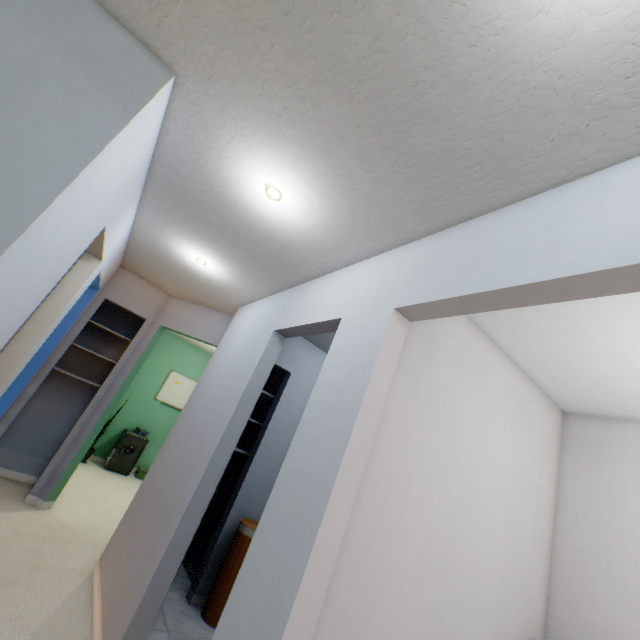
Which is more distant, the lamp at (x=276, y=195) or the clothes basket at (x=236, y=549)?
the clothes basket at (x=236, y=549)

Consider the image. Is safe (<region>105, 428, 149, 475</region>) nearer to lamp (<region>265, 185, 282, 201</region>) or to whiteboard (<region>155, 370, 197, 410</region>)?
whiteboard (<region>155, 370, 197, 410</region>)

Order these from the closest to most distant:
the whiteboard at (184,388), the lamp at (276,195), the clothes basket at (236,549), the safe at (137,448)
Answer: the lamp at (276,195) → the clothes basket at (236,549) → the safe at (137,448) → the whiteboard at (184,388)

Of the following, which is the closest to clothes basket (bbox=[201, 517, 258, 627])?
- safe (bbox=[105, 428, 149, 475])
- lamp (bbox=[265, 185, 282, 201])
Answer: lamp (bbox=[265, 185, 282, 201])

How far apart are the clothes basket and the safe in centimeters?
358cm

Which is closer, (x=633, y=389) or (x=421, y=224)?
(x=421, y=224)

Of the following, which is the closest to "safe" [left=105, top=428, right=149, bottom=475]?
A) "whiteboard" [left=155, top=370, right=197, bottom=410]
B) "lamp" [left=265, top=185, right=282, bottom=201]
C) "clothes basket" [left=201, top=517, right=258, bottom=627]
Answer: "whiteboard" [left=155, top=370, right=197, bottom=410]
